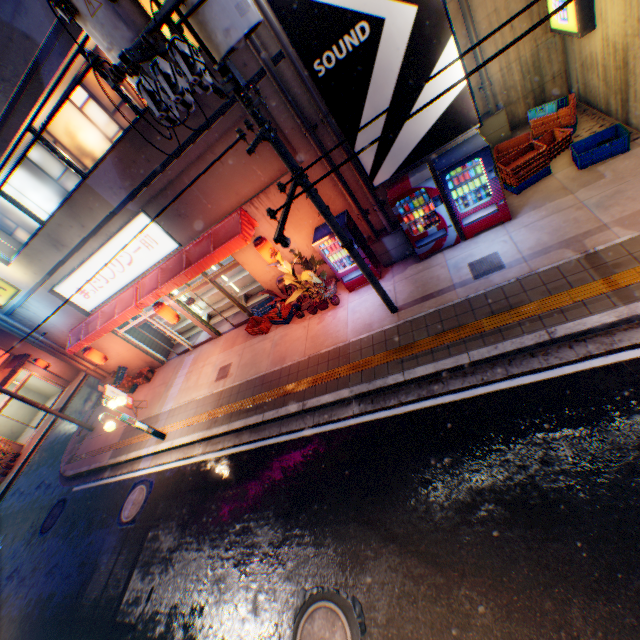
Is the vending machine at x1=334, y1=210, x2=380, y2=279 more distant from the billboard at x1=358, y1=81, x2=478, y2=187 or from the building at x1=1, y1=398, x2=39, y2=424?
the building at x1=1, y1=398, x2=39, y2=424

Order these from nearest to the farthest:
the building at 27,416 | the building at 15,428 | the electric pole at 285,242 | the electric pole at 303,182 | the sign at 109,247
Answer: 1. the electric pole at 285,242
2. the electric pole at 303,182
3. the sign at 109,247
4. the building at 15,428
5. the building at 27,416

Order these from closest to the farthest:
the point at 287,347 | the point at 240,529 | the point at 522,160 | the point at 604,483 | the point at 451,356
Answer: the point at 604,483, the point at 451,356, the point at 240,529, the point at 522,160, the point at 287,347

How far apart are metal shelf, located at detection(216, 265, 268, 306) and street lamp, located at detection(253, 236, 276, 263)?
2.26m

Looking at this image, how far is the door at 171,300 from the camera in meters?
11.4 m

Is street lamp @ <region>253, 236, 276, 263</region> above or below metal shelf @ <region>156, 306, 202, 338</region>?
above

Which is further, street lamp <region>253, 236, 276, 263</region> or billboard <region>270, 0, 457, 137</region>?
street lamp <region>253, 236, 276, 263</region>

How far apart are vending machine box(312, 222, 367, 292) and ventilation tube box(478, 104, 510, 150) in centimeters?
487cm
